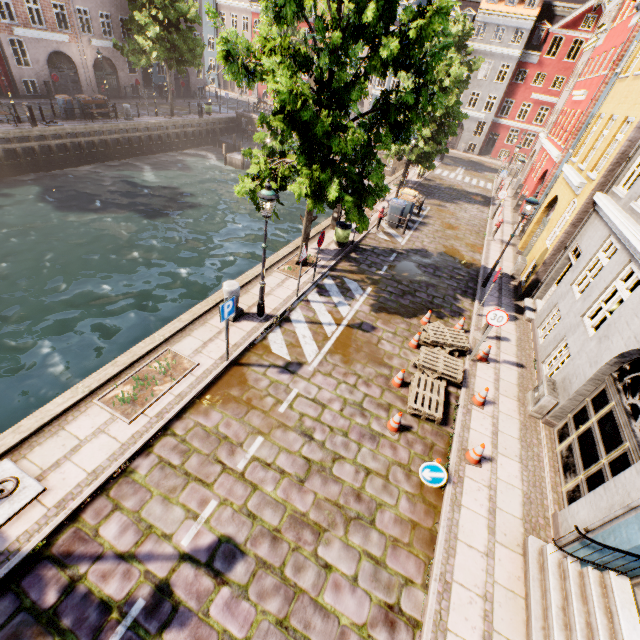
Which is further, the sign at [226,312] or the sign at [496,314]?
the sign at [496,314]

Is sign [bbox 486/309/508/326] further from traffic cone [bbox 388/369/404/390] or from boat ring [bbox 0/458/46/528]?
boat ring [bbox 0/458/46/528]

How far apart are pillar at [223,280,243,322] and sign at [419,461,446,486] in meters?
6.1 m

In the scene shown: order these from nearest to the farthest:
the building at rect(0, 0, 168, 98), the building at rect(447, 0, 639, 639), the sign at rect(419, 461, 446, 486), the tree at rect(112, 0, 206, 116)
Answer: the building at rect(447, 0, 639, 639) < the sign at rect(419, 461, 446, 486) < the tree at rect(112, 0, 206, 116) < the building at rect(0, 0, 168, 98)

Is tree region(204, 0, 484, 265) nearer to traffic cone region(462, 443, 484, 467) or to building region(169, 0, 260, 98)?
building region(169, 0, 260, 98)

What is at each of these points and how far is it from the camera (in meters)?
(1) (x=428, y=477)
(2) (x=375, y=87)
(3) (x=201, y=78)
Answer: (1) sign, 6.60
(2) building, 43.16
(3) building, 41.47

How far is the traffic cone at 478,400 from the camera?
8.20m

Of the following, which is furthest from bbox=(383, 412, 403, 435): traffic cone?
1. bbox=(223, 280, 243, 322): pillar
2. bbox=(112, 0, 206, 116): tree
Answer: bbox=(112, 0, 206, 116): tree
